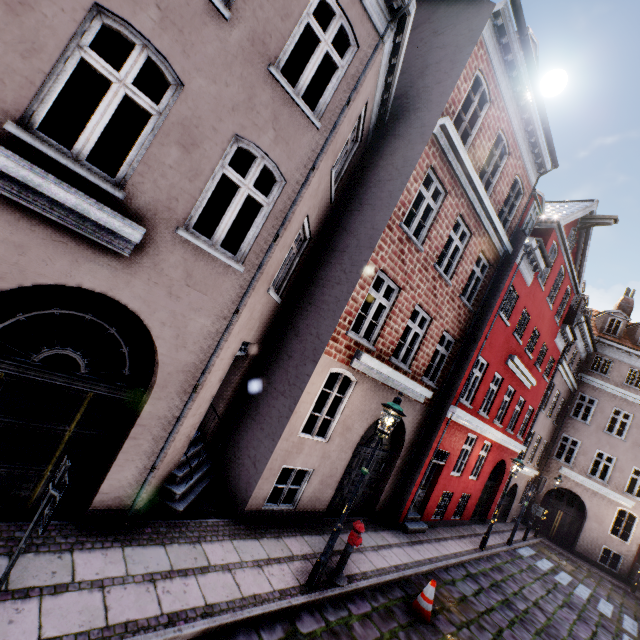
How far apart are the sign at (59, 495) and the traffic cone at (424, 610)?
7.4m

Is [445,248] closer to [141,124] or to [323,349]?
[323,349]

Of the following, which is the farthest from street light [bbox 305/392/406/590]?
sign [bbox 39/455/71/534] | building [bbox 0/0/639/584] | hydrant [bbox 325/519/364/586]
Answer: sign [bbox 39/455/71/534]

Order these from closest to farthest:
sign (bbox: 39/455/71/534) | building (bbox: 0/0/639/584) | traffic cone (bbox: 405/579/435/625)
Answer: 1. sign (bbox: 39/455/71/534)
2. building (bbox: 0/0/639/584)
3. traffic cone (bbox: 405/579/435/625)

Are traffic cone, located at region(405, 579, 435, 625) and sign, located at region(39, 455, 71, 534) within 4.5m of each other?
no

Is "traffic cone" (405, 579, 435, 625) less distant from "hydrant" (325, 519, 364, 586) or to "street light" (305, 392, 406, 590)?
"hydrant" (325, 519, 364, 586)

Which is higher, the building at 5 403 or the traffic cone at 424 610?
the building at 5 403

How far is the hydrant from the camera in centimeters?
650cm
